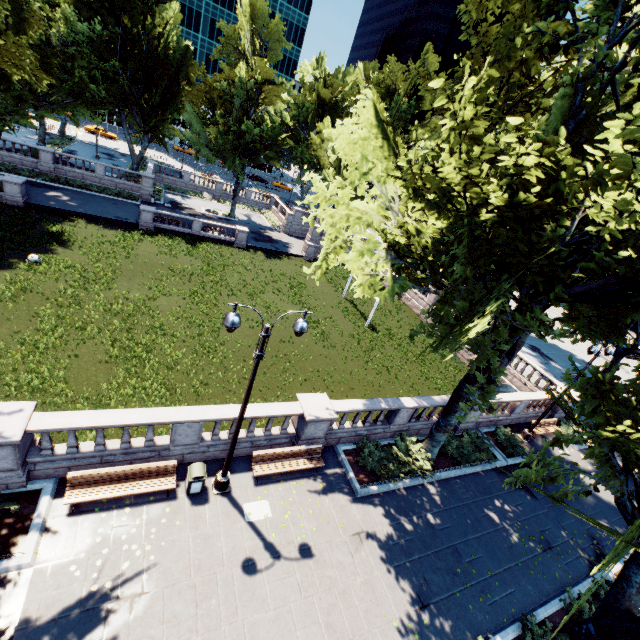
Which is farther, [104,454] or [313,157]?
[313,157]

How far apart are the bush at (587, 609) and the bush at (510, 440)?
5.6m

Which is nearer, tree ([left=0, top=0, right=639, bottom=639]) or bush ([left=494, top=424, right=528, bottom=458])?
tree ([left=0, top=0, right=639, bottom=639])

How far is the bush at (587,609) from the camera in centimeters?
Result: 1129cm

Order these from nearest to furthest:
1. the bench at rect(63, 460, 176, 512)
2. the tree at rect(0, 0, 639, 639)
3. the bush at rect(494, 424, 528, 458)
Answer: the tree at rect(0, 0, 639, 639)
the bench at rect(63, 460, 176, 512)
the bush at rect(494, 424, 528, 458)

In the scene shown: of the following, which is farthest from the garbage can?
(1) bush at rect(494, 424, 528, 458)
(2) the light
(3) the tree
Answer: (1) bush at rect(494, 424, 528, 458)

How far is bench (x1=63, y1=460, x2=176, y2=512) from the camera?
9.49m

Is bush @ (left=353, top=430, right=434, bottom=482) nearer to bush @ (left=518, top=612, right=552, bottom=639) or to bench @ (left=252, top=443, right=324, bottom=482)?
bench @ (left=252, top=443, right=324, bottom=482)
